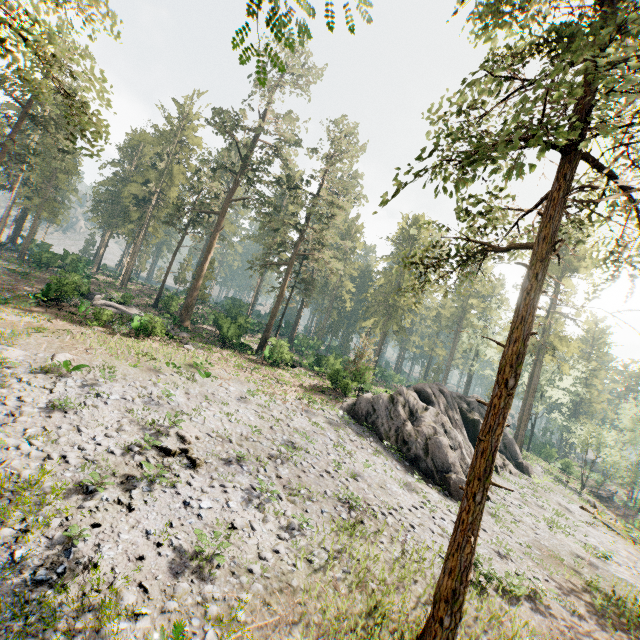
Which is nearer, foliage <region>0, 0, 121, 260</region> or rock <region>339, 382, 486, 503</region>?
foliage <region>0, 0, 121, 260</region>

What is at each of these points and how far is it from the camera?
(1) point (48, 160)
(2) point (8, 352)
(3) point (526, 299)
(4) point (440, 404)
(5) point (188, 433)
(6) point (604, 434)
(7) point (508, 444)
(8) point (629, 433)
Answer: (1) foliage, 31.42m
(2) foliage, 15.78m
(3) foliage, 9.77m
(4) rock, 27.14m
(5) foliage, 15.17m
(6) foliage, 42.44m
(7) rock, 34.59m
(8) foliage, 54.66m

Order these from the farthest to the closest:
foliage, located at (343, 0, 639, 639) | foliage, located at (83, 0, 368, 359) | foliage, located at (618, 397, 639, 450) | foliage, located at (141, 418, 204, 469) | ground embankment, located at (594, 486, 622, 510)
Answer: foliage, located at (618, 397, 639, 450) < ground embankment, located at (594, 486, 622, 510) < foliage, located at (83, 0, 368, 359) < foliage, located at (141, 418, 204, 469) < foliage, located at (343, 0, 639, 639)

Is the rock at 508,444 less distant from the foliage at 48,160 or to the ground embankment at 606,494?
the foliage at 48,160

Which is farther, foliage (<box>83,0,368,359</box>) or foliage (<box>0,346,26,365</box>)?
foliage (<box>83,0,368,359</box>)

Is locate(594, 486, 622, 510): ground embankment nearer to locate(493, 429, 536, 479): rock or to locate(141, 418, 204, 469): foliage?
locate(141, 418, 204, 469): foliage
